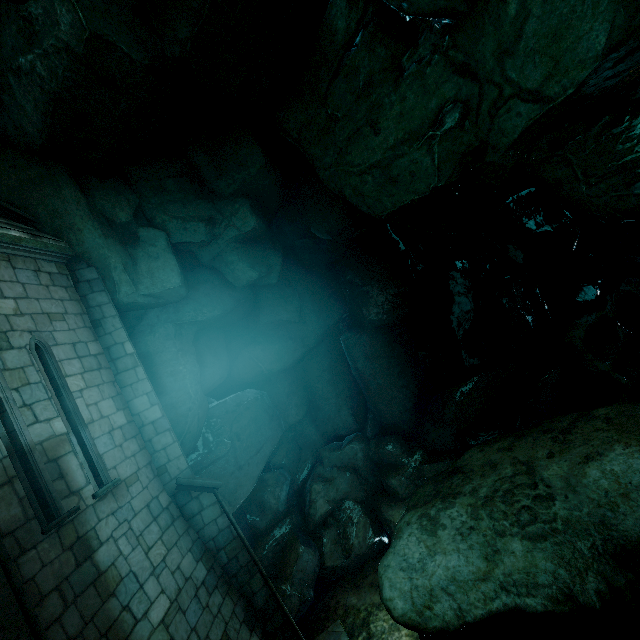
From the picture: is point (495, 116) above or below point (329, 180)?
below
